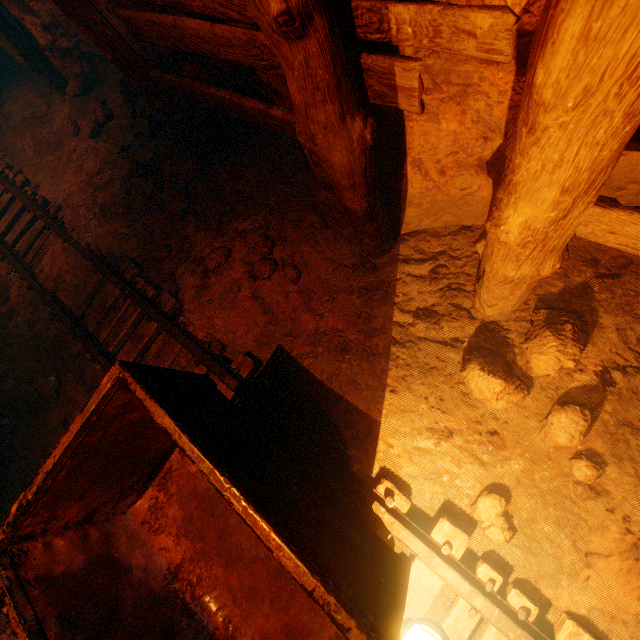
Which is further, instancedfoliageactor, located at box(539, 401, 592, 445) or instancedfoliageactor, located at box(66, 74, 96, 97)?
instancedfoliageactor, located at box(66, 74, 96, 97)

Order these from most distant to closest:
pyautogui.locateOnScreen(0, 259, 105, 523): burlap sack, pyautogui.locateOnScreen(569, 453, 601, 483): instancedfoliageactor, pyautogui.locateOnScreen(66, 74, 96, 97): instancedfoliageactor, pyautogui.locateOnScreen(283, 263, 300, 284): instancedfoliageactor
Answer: pyautogui.locateOnScreen(66, 74, 96, 97): instancedfoliageactor < pyautogui.locateOnScreen(0, 259, 105, 523): burlap sack < pyautogui.locateOnScreen(283, 263, 300, 284): instancedfoliageactor < pyautogui.locateOnScreen(569, 453, 601, 483): instancedfoliageactor

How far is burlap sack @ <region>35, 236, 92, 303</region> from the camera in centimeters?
395cm

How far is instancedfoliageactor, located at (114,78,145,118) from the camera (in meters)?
4.62

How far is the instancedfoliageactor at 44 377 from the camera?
3.7m

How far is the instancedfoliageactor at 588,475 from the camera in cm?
197

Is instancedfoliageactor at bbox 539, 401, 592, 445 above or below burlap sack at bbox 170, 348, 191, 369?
below

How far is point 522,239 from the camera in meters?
1.3
